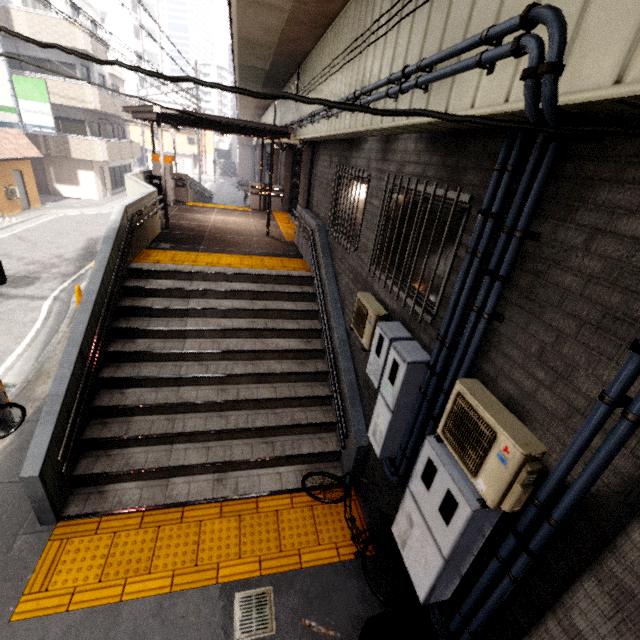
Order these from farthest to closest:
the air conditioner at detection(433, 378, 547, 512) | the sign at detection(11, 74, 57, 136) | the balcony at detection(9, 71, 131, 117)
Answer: the balcony at detection(9, 71, 131, 117) → the sign at detection(11, 74, 57, 136) → the air conditioner at detection(433, 378, 547, 512)

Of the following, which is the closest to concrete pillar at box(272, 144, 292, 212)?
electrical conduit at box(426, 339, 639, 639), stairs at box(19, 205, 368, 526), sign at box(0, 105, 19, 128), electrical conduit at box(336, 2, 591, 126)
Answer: electrical conduit at box(336, 2, 591, 126)

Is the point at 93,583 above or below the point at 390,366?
below

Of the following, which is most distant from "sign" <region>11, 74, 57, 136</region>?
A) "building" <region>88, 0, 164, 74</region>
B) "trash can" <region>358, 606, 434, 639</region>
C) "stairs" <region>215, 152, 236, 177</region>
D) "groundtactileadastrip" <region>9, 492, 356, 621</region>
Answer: "building" <region>88, 0, 164, 74</region>

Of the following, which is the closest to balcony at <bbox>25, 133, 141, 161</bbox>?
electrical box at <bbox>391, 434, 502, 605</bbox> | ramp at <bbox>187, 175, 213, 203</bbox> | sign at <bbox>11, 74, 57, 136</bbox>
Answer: sign at <bbox>11, 74, 57, 136</bbox>

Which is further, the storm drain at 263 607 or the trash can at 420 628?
the storm drain at 263 607

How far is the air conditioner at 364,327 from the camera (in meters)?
4.29

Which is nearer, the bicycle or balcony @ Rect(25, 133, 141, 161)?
the bicycle
